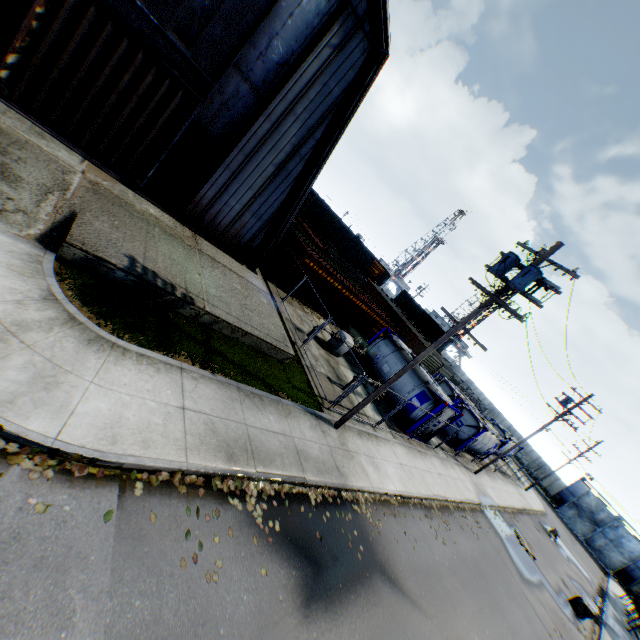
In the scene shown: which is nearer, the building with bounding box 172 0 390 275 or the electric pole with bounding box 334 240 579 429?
the electric pole with bounding box 334 240 579 429

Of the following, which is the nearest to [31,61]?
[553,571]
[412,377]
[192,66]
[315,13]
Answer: [192,66]

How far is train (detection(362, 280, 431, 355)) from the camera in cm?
3178

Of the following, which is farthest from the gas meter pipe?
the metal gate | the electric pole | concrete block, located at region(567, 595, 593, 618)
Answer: the metal gate

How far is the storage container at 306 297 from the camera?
21.0 meters

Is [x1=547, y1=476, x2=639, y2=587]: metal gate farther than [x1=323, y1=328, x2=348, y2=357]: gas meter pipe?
Yes

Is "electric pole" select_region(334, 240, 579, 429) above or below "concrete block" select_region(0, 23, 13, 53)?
above

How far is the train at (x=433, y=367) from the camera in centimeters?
3109cm
